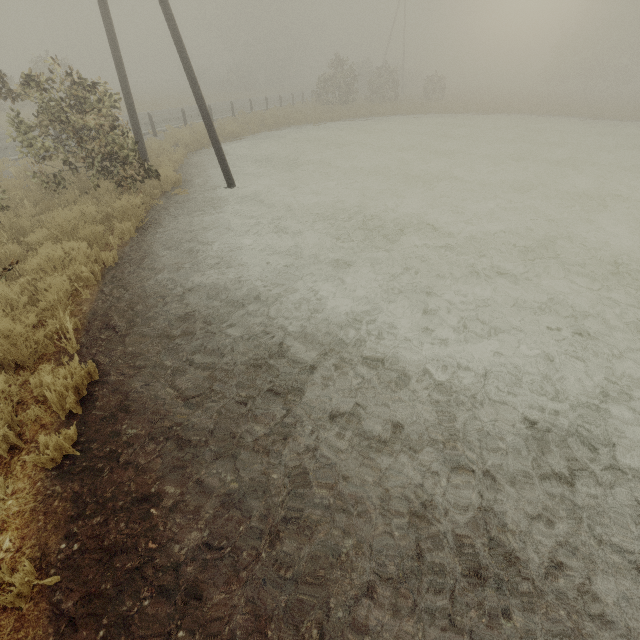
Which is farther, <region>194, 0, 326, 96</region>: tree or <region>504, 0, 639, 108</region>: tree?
<region>194, 0, 326, 96</region>: tree

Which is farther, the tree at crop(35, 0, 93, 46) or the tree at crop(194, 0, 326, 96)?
the tree at crop(35, 0, 93, 46)

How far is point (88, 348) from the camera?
4.5 meters

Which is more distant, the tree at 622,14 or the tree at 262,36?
the tree at 262,36

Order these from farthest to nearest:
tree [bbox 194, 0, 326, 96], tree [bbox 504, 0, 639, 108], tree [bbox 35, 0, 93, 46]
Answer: tree [bbox 35, 0, 93, 46] < tree [bbox 194, 0, 326, 96] < tree [bbox 504, 0, 639, 108]

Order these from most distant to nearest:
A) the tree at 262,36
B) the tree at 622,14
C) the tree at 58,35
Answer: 1. the tree at 58,35
2. the tree at 262,36
3. the tree at 622,14
